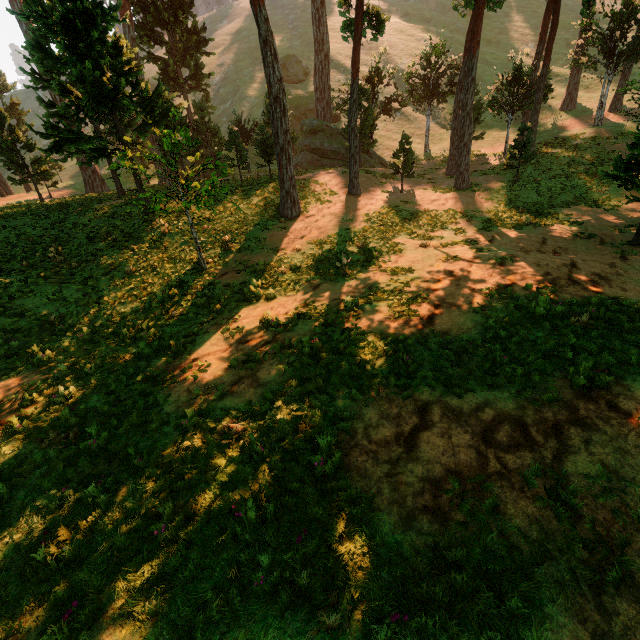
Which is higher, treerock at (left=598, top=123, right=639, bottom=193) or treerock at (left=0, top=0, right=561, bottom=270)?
treerock at (left=0, top=0, right=561, bottom=270)

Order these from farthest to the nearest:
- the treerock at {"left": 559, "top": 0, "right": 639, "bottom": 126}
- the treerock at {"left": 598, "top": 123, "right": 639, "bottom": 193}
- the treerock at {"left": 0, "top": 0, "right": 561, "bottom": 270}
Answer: the treerock at {"left": 559, "top": 0, "right": 639, "bottom": 126}
the treerock at {"left": 0, "top": 0, "right": 561, "bottom": 270}
the treerock at {"left": 598, "top": 123, "right": 639, "bottom": 193}

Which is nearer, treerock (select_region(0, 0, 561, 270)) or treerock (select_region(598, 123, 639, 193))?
treerock (select_region(598, 123, 639, 193))

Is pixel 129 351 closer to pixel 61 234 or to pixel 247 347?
pixel 247 347

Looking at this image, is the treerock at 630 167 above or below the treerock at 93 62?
below

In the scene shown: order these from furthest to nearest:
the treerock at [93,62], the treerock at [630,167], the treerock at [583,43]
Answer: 1. the treerock at [583,43]
2. the treerock at [93,62]
3. the treerock at [630,167]
